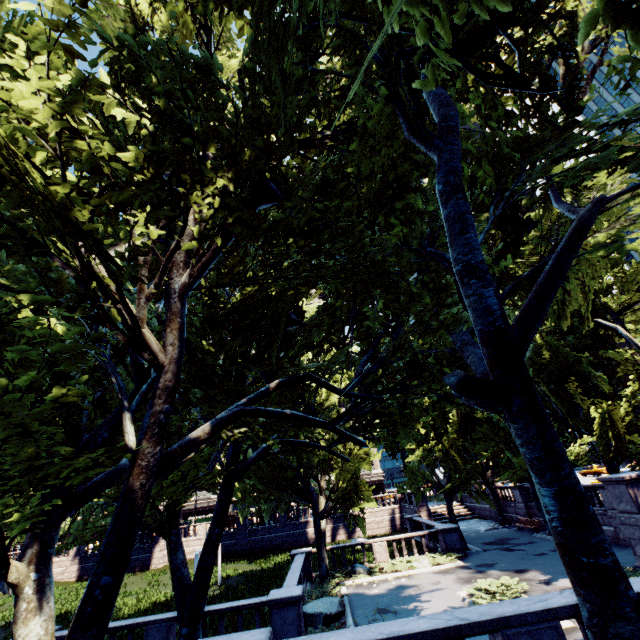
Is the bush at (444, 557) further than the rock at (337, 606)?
Yes

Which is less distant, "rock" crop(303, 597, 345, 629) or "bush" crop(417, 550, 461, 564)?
"rock" crop(303, 597, 345, 629)

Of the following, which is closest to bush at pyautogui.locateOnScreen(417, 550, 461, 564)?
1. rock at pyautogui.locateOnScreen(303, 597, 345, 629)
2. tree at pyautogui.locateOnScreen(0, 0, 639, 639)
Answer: tree at pyautogui.locateOnScreen(0, 0, 639, 639)

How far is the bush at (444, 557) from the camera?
20.44m

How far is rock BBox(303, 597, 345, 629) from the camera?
13.9m

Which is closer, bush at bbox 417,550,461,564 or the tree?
the tree

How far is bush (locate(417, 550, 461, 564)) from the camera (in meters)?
20.44

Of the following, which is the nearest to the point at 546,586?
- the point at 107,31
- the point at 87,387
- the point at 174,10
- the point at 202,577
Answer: the point at 202,577
